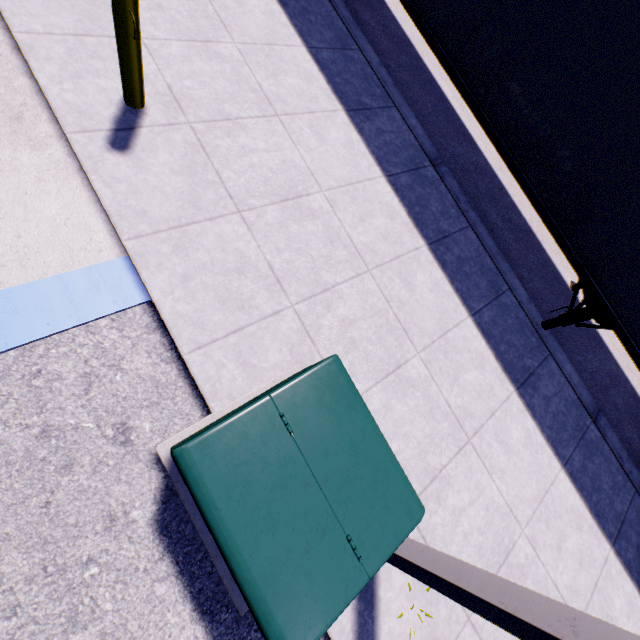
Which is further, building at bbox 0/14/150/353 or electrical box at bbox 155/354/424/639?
building at bbox 0/14/150/353

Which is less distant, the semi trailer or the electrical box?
the electrical box

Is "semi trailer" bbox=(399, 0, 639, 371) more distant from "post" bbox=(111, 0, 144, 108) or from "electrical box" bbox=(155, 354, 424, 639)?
"post" bbox=(111, 0, 144, 108)

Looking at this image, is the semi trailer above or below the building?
above

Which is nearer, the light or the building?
the light

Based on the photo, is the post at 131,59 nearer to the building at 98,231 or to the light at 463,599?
the building at 98,231

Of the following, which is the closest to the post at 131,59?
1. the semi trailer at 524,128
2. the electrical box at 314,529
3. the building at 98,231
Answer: the building at 98,231

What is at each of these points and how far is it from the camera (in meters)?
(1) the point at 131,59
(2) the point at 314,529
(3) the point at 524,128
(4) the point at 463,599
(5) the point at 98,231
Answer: (1) post, 3.09
(2) electrical box, 2.02
(3) semi trailer, 4.39
(4) light, 2.02
(5) building, 3.10
